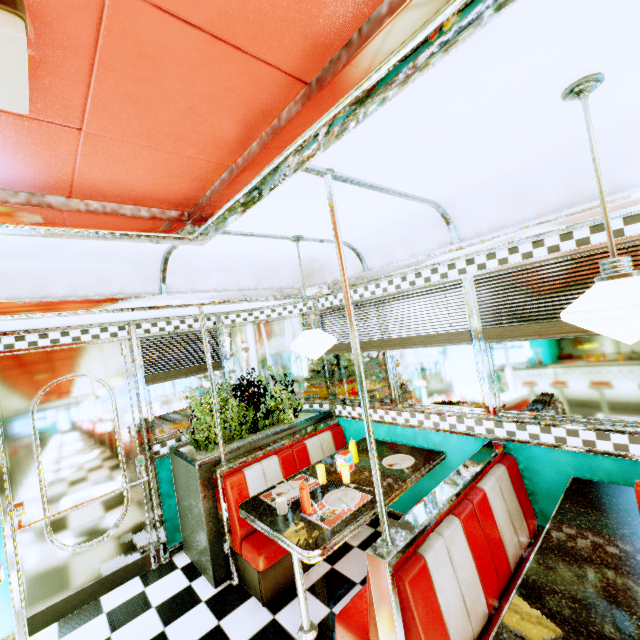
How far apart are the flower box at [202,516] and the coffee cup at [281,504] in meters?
1.0 m

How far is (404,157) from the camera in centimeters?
173cm

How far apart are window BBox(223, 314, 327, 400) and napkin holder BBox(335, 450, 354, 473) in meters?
1.3

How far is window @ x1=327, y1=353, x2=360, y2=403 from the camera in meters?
3.9

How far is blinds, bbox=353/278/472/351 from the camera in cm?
284

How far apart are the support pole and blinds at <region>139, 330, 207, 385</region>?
2.87m

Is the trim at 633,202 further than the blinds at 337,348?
No

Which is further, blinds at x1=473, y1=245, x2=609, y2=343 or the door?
the door
